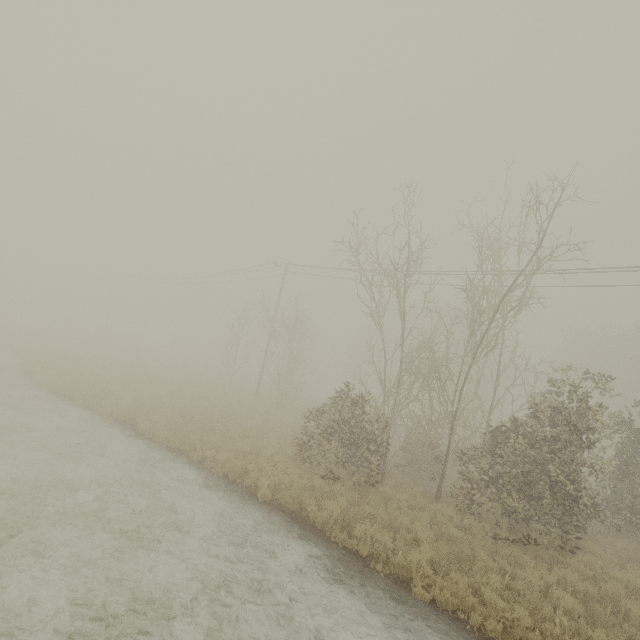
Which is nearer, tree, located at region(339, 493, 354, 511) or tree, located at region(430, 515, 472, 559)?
→ tree, located at region(430, 515, 472, 559)

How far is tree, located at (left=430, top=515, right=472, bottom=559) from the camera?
8.0 meters

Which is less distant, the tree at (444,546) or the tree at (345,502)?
the tree at (444,546)

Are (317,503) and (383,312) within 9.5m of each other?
yes

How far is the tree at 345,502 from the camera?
9.4 meters
